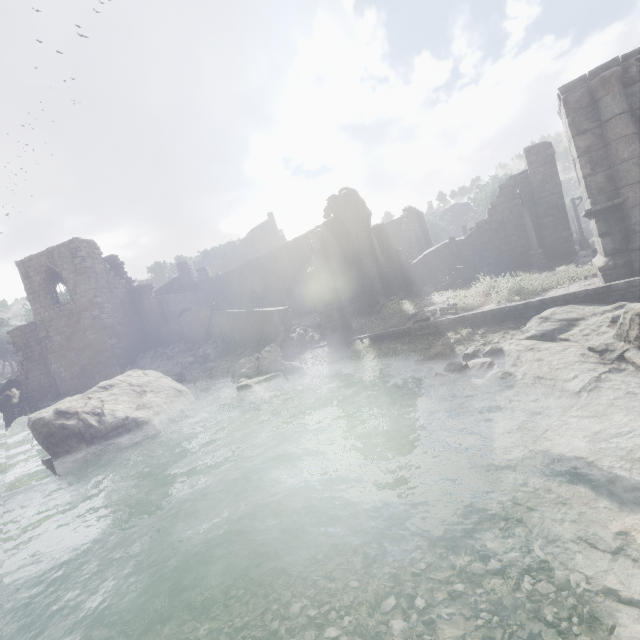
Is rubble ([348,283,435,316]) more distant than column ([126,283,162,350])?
No

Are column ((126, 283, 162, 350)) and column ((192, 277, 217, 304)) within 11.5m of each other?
yes

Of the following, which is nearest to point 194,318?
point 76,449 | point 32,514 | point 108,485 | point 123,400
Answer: point 123,400

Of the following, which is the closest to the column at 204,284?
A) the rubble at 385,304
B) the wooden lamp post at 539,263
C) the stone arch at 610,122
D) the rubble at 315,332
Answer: the rubble at 315,332

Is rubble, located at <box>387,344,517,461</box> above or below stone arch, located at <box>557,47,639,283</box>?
below

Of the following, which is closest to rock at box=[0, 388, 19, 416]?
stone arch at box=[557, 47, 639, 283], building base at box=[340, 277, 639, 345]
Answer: building base at box=[340, 277, 639, 345]

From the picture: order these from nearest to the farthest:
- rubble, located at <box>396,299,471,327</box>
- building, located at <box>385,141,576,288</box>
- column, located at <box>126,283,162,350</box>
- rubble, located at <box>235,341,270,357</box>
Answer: rubble, located at <box>396,299,471,327</box> < building, located at <box>385,141,576,288</box> < rubble, located at <box>235,341,270,357</box> < column, located at <box>126,283,162,350</box>

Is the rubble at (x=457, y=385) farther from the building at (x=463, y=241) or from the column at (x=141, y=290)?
the column at (x=141, y=290)
